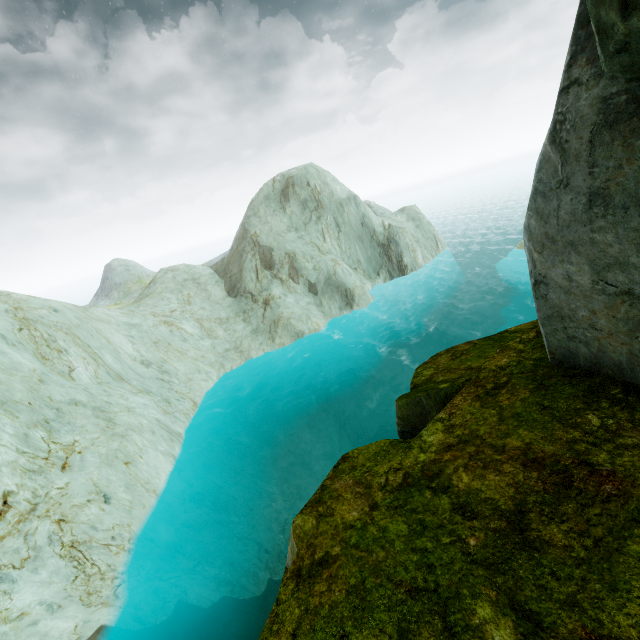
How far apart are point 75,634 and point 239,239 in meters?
27.3 m
